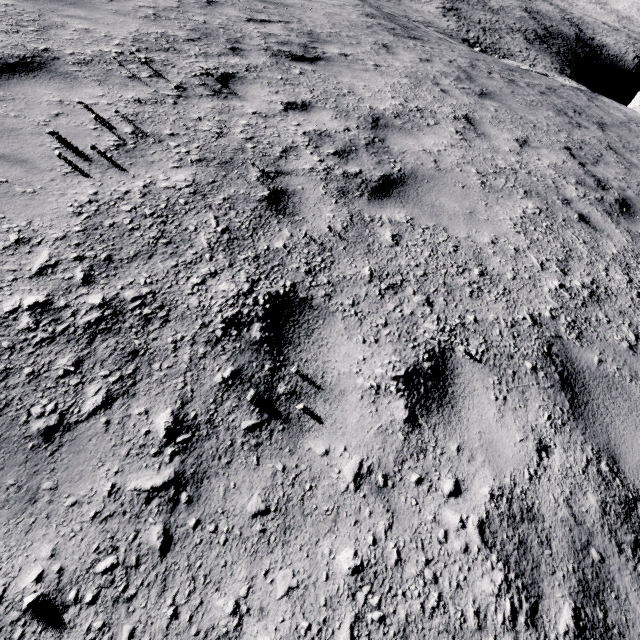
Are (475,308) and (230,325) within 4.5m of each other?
yes
